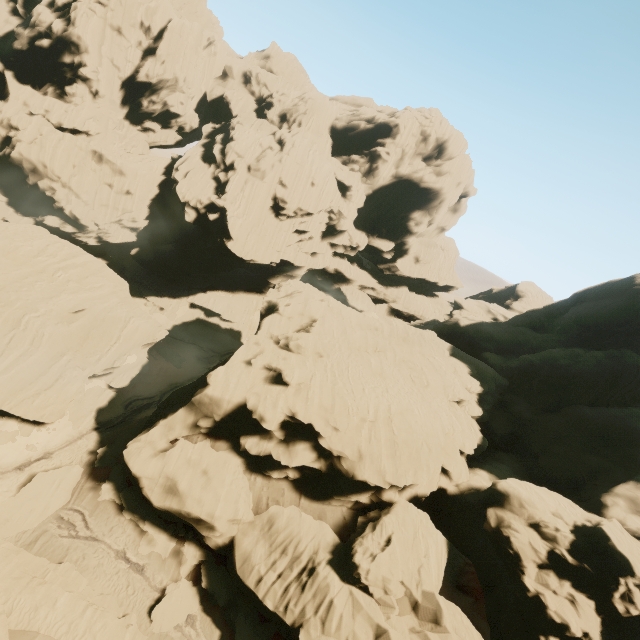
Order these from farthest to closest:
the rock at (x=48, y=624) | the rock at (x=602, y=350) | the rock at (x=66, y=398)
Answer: the rock at (x=66, y=398) < the rock at (x=602, y=350) < the rock at (x=48, y=624)

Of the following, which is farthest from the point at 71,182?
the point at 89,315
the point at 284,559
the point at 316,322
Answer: the point at 284,559

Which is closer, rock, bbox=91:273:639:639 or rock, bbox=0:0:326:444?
rock, bbox=91:273:639:639

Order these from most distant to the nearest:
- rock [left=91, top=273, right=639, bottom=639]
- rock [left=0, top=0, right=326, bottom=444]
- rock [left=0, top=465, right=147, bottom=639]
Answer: rock [left=0, top=0, right=326, bottom=444] → rock [left=91, top=273, right=639, bottom=639] → rock [left=0, top=465, right=147, bottom=639]

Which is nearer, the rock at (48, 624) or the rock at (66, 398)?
the rock at (48, 624)
